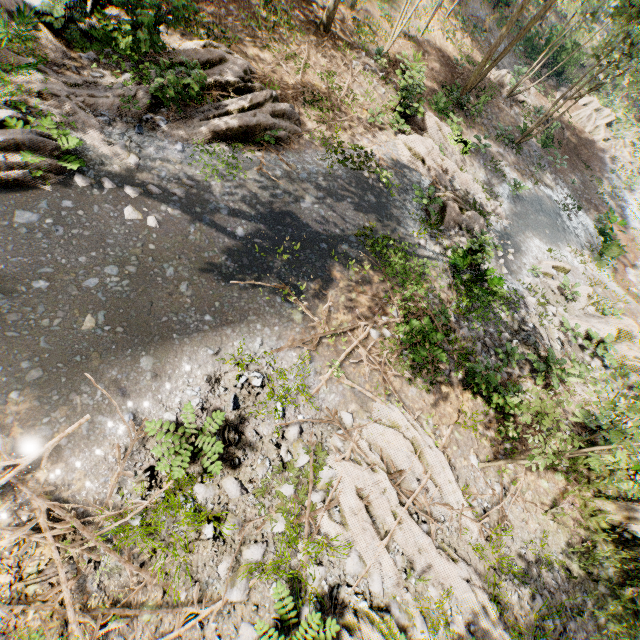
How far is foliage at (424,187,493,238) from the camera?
12.84m

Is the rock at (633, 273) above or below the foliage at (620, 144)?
below

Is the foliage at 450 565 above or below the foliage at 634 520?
below

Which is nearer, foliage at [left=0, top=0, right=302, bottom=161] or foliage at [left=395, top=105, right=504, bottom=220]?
foliage at [left=0, top=0, right=302, bottom=161]

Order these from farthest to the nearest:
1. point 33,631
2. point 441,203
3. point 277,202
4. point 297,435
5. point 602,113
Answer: point 602,113, point 441,203, point 277,202, point 297,435, point 33,631
